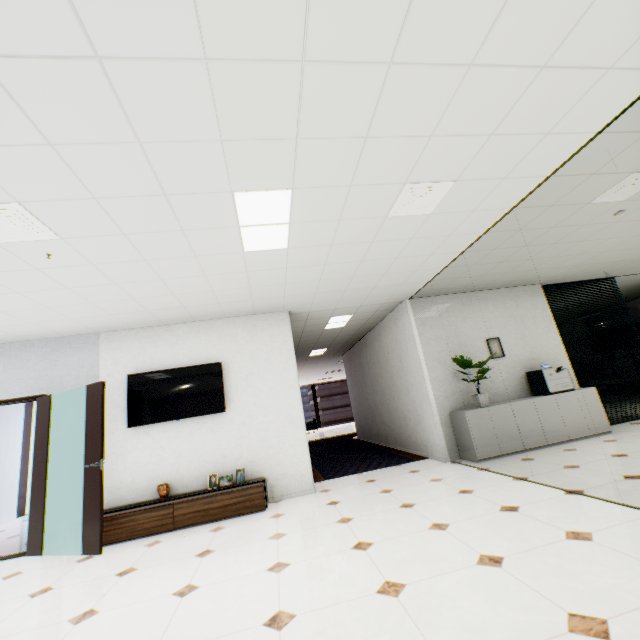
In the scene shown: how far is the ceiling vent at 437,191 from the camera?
2.9 meters

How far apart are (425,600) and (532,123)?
3.4 meters

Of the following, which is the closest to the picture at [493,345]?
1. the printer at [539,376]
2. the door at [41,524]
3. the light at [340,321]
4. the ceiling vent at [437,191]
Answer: the printer at [539,376]

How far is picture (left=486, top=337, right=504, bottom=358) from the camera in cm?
620

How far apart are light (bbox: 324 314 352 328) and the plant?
2.1 meters

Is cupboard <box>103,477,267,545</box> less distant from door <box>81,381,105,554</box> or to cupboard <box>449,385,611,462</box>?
door <box>81,381,105,554</box>

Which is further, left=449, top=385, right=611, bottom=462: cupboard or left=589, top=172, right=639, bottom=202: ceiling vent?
left=449, top=385, right=611, bottom=462: cupboard

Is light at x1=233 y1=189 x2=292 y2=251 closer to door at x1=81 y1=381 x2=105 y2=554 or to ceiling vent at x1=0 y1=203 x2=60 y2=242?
ceiling vent at x1=0 y1=203 x2=60 y2=242
